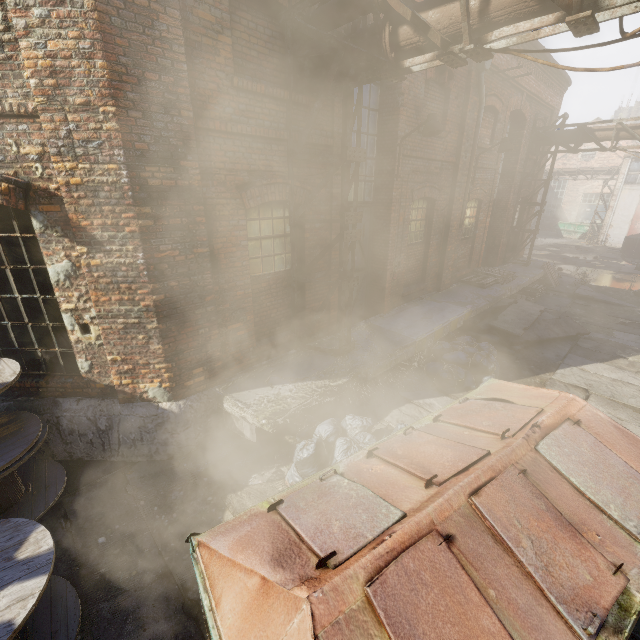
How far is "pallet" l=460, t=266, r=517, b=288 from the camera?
11.3m

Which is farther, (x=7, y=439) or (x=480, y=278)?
(x=480, y=278)

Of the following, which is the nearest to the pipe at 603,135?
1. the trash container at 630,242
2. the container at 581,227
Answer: the trash container at 630,242

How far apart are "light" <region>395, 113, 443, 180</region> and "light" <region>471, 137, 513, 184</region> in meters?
3.9 m

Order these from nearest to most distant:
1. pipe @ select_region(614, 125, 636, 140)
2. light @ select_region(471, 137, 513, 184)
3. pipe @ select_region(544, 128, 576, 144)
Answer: light @ select_region(471, 137, 513, 184) → pipe @ select_region(614, 125, 636, 140) → pipe @ select_region(544, 128, 576, 144)

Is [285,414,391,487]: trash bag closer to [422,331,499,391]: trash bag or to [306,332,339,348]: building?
[306,332,339,348]: building

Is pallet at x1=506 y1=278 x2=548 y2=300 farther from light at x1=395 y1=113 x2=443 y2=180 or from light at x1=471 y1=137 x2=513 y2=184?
light at x1=395 y1=113 x2=443 y2=180

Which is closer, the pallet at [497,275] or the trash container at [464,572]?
the trash container at [464,572]
